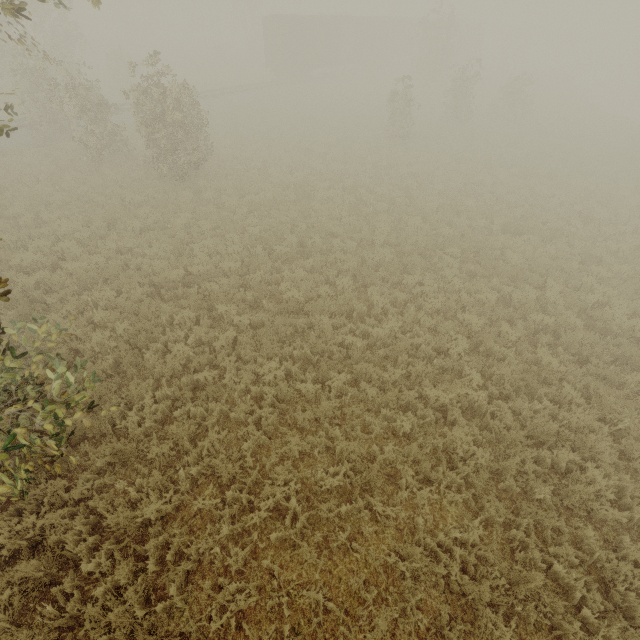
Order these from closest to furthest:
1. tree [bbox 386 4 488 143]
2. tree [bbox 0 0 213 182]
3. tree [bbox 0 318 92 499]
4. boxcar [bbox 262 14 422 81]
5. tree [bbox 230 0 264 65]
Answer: tree [bbox 0 318 92 499] < tree [bbox 0 0 213 182] < tree [bbox 386 4 488 143] < boxcar [bbox 262 14 422 81] < tree [bbox 230 0 264 65]

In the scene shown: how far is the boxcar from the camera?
29.20m

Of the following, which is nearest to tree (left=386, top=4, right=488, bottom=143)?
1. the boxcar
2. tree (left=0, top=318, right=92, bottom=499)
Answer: the boxcar

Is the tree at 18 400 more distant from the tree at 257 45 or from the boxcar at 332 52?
the tree at 257 45

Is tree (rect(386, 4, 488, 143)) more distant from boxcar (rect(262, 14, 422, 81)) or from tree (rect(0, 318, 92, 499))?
tree (rect(0, 318, 92, 499))

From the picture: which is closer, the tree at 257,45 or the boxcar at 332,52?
the boxcar at 332,52

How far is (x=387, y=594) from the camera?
4.92m
